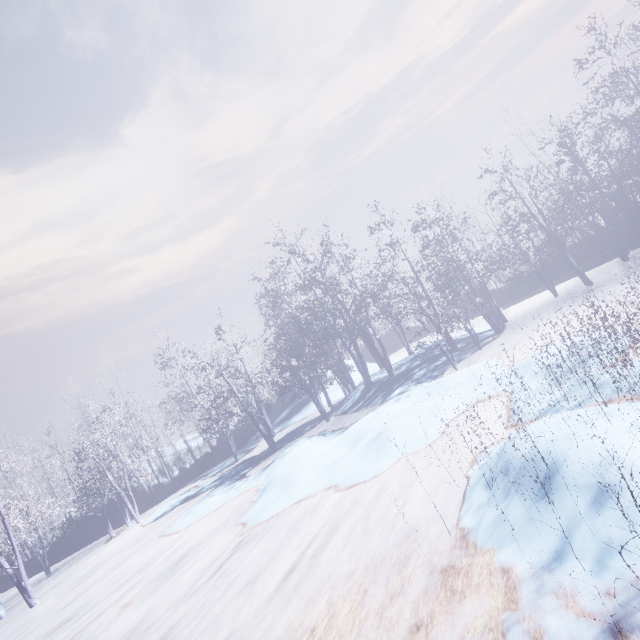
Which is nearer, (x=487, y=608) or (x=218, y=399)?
(x=487, y=608)
